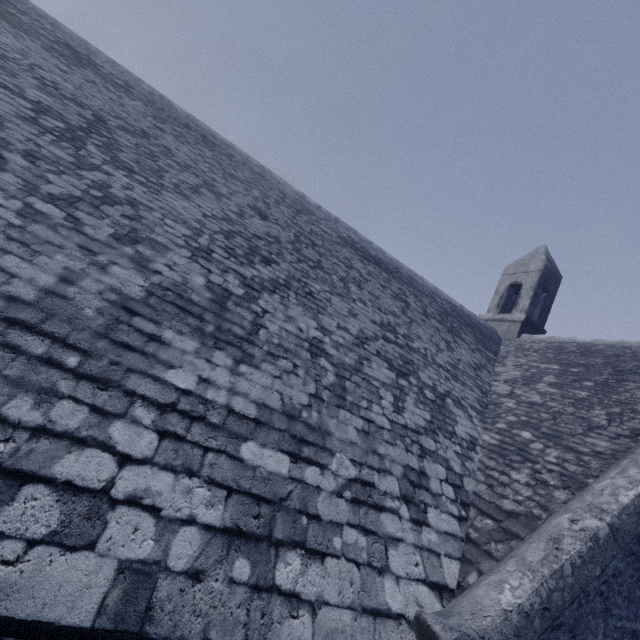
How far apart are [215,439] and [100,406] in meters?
1.0
